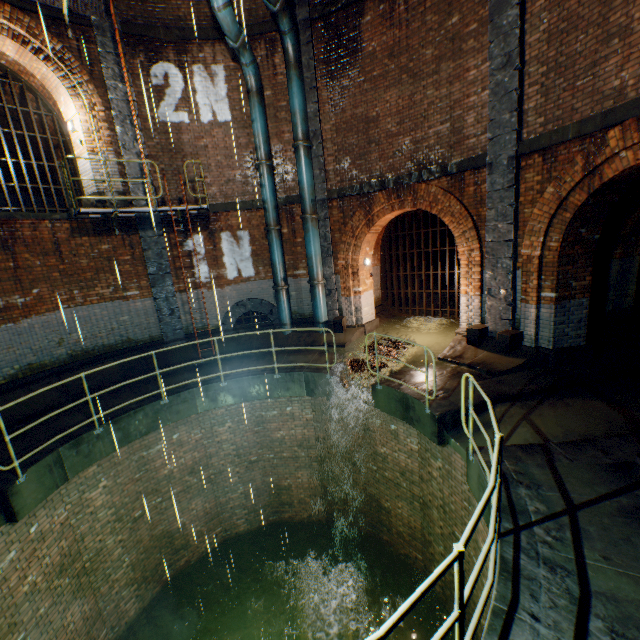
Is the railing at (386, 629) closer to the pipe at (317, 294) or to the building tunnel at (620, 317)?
the building tunnel at (620, 317)

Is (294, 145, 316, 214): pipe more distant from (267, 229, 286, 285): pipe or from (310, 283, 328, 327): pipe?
(310, 283, 328, 327): pipe

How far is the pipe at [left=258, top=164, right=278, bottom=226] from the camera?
10.2m

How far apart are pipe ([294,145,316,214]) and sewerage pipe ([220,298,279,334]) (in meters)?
3.22

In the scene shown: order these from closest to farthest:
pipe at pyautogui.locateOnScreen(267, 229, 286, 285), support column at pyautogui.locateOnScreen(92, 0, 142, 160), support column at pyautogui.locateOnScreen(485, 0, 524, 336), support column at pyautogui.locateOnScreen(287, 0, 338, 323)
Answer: support column at pyautogui.locateOnScreen(485, 0, 524, 336), support column at pyautogui.locateOnScreen(92, 0, 142, 160), support column at pyautogui.locateOnScreen(287, 0, 338, 323), pipe at pyautogui.locateOnScreen(267, 229, 286, 285)

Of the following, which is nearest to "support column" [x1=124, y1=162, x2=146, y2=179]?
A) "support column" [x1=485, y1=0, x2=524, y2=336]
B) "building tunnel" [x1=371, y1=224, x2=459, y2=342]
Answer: "support column" [x1=485, y1=0, x2=524, y2=336]

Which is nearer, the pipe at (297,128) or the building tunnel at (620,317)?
the building tunnel at (620,317)

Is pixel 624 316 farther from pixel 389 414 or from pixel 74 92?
pixel 74 92
